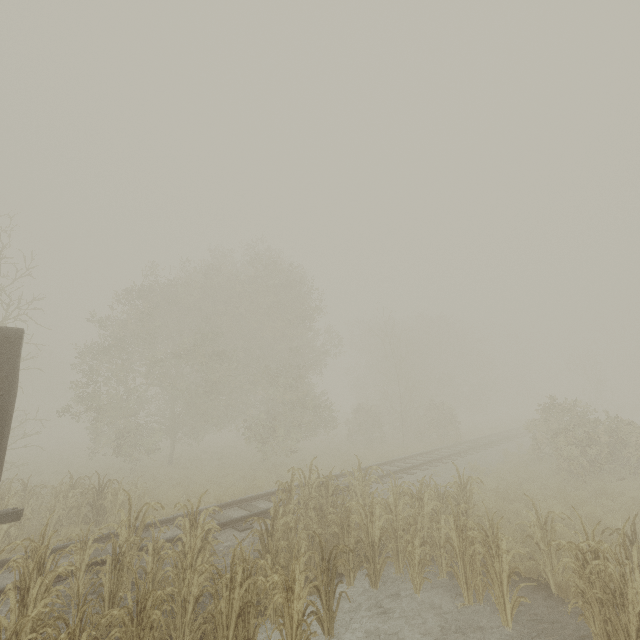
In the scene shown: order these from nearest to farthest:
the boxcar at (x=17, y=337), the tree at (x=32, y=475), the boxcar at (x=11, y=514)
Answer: the tree at (x=32, y=475) < the boxcar at (x=17, y=337) < the boxcar at (x=11, y=514)

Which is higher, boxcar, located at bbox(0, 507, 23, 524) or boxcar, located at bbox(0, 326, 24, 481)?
boxcar, located at bbox(0, 326, 24, 481)

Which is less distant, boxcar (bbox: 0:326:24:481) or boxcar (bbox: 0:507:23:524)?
boxcar (bbox: 0:326:24:481)

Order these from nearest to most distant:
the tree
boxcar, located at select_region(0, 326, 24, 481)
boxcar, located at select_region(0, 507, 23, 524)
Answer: the tree, boxcar, located at select_region(0, 326, 24, 481), boxcar, located at select_region(0, 507, 23, 524)

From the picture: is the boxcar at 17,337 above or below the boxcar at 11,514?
above

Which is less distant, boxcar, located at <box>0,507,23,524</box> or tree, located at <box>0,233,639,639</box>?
tree, located at <box>0,233,639,639</box>

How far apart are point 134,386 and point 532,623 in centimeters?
1846cm
